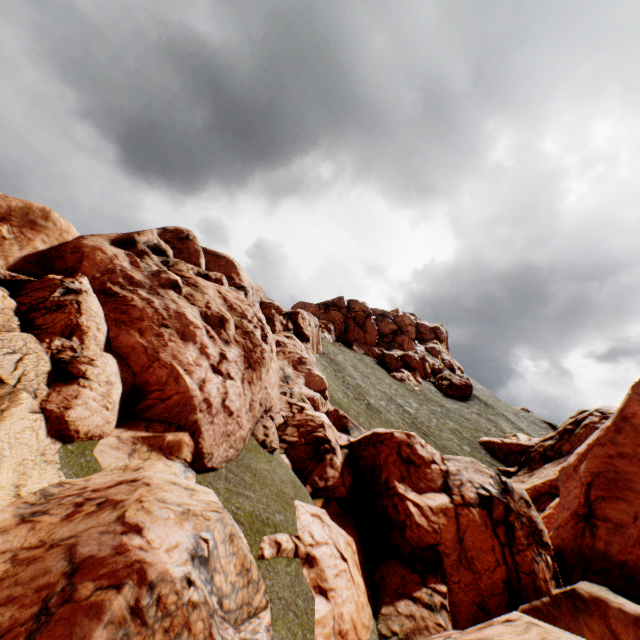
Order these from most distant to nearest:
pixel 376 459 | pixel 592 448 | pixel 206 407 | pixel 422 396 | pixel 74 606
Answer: pixel 422 396 → pixel 592 448 → pixel 376 459 → pixel 206 407 → pixel 74 606
